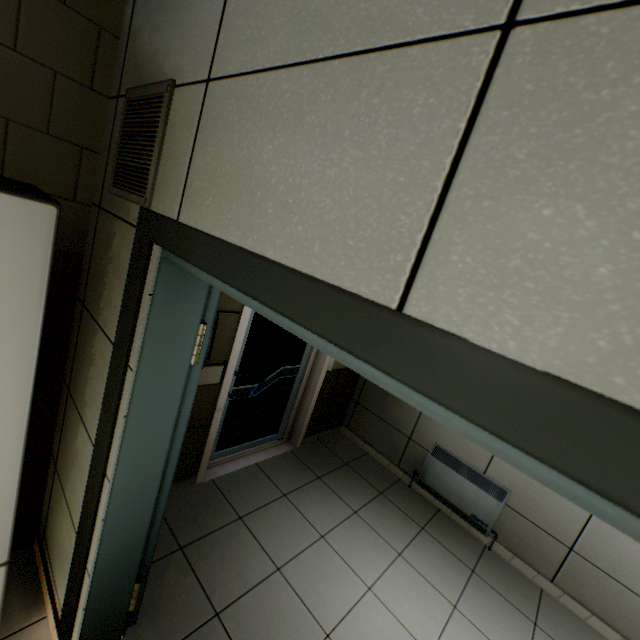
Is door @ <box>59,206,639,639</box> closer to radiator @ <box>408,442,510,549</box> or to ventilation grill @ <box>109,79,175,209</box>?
ventilation grill @ <box>109,79,175,209</box>

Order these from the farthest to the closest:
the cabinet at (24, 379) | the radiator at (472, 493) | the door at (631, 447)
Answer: the radiator at (472, 493) < the cabinet at (24, 379) < the door at (631, 447)

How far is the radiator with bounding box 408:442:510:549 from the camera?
3.1m

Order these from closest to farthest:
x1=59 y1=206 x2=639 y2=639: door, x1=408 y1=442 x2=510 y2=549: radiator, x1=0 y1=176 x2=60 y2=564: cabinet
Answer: x1=59 y1=206 x2=639 y2=639: door, x1=0 y1=176 x2=60 y2=564: cabinet, x1=408 y1=442 x2=510 y2=549: radiator

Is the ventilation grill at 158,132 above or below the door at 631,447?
above

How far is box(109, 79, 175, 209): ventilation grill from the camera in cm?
109

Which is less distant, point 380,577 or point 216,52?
point 216,52

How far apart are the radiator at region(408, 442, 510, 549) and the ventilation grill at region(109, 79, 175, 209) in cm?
355
